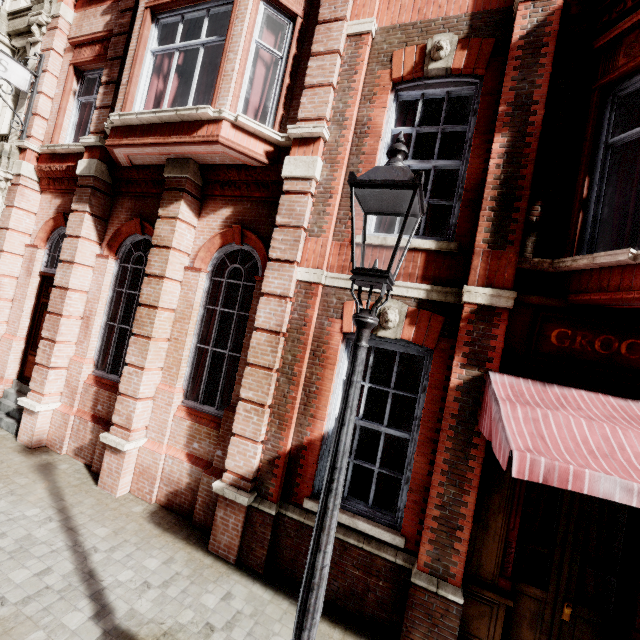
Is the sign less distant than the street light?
No

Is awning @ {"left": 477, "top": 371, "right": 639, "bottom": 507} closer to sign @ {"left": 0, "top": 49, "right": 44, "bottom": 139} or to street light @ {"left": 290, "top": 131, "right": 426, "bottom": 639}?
street light @ {"left": 290, "top": 131, "right": 426, "bottom": 639}

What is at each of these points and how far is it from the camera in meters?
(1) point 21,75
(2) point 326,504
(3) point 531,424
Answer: (1) sign, 7.5
(2) street light, 1.9
(3) awning, 2.7

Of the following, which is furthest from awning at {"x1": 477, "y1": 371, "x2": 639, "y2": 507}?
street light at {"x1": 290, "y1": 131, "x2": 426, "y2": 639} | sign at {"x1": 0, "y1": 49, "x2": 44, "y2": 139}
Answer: sign at {"x1": 0, "y1": 49, "x2": 44, "y2": 139}

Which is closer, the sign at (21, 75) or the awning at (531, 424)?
the awning at (531, 424)

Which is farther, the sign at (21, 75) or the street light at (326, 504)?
the sign at (21, 75)

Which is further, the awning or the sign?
the sign
